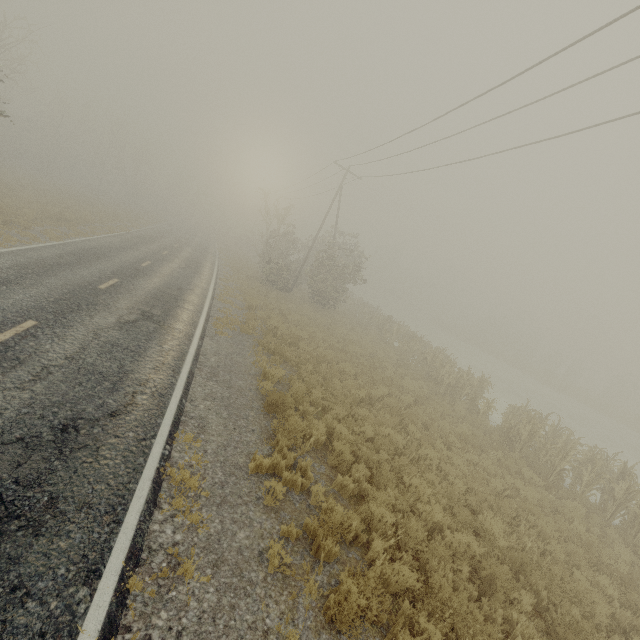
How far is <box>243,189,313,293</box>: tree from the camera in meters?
26.7

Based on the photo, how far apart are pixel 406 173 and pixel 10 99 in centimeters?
4282cm

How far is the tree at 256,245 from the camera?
26.69m
